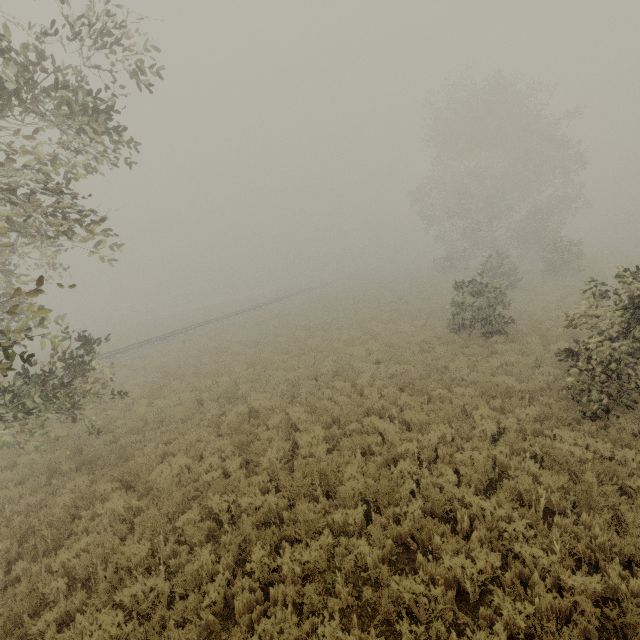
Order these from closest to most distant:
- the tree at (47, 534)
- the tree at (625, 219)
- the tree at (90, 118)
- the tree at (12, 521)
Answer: the tree at (90, 118)
the tree at (47, 534)
the tree at (12, 521)
the tree at (625, 219)

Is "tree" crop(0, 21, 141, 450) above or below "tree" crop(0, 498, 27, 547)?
above

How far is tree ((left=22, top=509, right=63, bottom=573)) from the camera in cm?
607

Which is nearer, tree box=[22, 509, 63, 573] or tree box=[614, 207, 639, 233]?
tree box=[22, 509, 63, 573]

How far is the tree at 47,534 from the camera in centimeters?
607cm

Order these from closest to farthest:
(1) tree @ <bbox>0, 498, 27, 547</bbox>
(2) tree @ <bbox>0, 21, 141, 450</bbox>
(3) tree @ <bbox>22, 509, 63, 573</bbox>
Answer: (2) tree @ <bbox>0, 21, 141, 450</bbox> < (3) tree @ <bbox>22, 509, 63, 573</bbox> < (1) tree @ <bbox>0, 498, 27, 547</bbox>

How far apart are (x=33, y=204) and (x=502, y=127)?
34.3 meters
